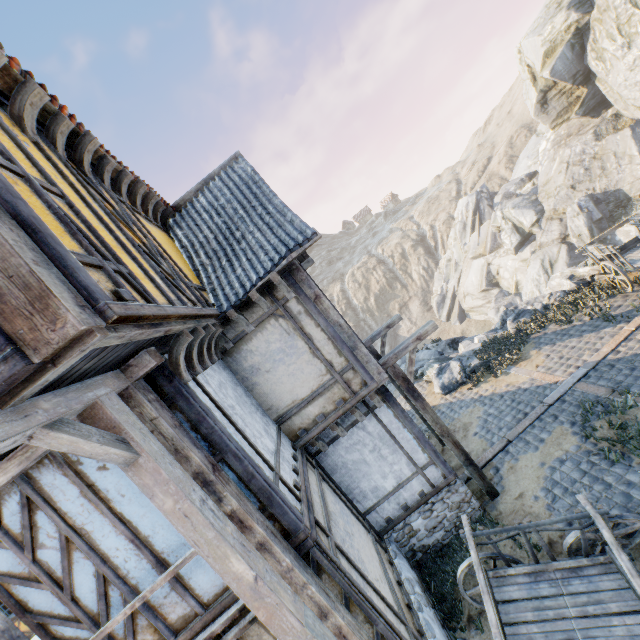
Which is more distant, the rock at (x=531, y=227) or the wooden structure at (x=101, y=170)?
the rock at (x=531, y=227)

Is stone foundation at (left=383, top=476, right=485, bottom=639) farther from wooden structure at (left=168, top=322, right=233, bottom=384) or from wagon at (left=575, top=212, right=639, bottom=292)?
wagon at (left=575, top=212, right=639, bottom=292)

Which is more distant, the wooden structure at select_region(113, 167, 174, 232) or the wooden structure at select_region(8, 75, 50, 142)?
the wooden structure at select_region(113, 167, 174, 232)

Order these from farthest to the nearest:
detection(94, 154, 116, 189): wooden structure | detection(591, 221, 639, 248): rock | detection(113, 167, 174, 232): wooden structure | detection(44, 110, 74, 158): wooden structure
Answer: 1. detection(591, 221, 639, 248): rock
2. detection(113, 167, 174, 232): wooden structure
3. detection(94, 154, 116, 189): wooden structure
4. detection(44, 110, 74, 158): wooden structure

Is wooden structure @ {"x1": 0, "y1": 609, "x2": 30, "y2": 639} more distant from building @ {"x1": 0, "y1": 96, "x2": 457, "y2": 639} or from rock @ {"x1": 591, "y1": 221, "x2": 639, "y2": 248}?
rock @ {"x1": 591, "y1": 221, "x2": 639, "y2": 248}

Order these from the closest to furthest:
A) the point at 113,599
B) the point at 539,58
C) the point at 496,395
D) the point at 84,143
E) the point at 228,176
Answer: the point at 113,599 < the point at 84,143 < the point at 228,176 < the point at 496,395 < the point at 539,58

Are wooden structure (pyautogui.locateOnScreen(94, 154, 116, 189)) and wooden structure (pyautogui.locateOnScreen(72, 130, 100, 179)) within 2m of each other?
yes

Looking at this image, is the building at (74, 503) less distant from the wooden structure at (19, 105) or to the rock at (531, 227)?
the wooden structure at (19, 105)
